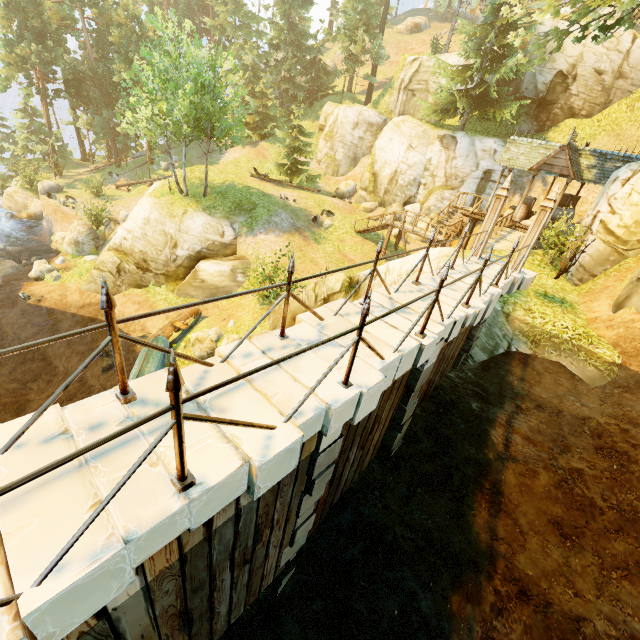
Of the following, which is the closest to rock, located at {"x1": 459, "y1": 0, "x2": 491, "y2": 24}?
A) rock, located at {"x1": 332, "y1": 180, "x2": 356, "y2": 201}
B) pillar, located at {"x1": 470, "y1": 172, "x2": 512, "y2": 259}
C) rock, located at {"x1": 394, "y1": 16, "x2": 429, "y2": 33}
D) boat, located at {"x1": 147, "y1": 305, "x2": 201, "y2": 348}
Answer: rock, located at {"x1": 394, "y1": 16, "x2": 429, "y2": 33}

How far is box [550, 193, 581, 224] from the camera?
19.48m

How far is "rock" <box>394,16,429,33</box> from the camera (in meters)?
48.50

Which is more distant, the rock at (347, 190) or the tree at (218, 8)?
the rock at (347, 190)

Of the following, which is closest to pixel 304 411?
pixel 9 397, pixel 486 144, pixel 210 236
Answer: pixel 9 397

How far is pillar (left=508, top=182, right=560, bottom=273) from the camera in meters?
9.3 m

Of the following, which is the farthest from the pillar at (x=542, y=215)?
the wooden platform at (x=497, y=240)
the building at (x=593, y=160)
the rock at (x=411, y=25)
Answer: the rock at (x=411, y=25)

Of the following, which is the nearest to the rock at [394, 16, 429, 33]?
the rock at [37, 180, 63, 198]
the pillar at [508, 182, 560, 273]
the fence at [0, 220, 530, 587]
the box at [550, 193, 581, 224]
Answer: the box at [550, 193, 581, 224]
